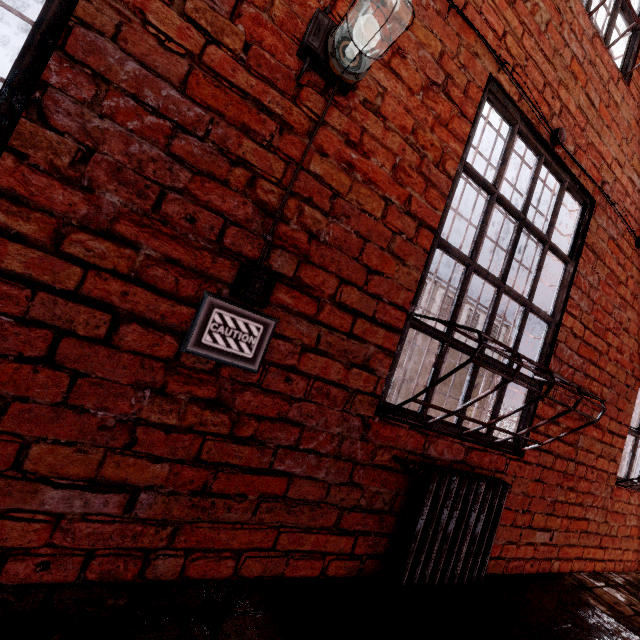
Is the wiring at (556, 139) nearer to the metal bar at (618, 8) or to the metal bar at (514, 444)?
the metal bar at (514, 444)

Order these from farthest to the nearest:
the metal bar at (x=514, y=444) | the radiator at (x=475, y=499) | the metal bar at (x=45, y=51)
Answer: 1. the metal bar at (x=514, y=444)
2. the radiator at (x=475, y=499)
3. the metal bar at (x=45, y=51)

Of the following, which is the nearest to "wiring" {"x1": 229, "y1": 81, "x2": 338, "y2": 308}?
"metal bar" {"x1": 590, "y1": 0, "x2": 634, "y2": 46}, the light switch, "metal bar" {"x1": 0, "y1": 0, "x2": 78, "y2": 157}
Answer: the light switch

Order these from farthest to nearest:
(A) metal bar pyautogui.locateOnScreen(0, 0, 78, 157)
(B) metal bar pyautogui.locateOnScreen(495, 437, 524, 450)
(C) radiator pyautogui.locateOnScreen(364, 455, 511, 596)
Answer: (B) metal bar pyautogui.locateOnScreen(495, 437, 524, 450) → (C) radiator pyautogui.locateOnScreen(364, 455, 511, 596) → (A) metal bar pyautogui.locateOnScreen(0, 0, 78, 157)

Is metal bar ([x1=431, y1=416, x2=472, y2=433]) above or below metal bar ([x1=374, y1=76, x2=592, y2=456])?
below

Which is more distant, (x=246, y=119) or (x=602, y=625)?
(x=602, y=625)

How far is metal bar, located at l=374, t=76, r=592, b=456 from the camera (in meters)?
1.77

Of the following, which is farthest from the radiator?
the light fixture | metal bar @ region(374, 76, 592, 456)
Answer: the light fixture
